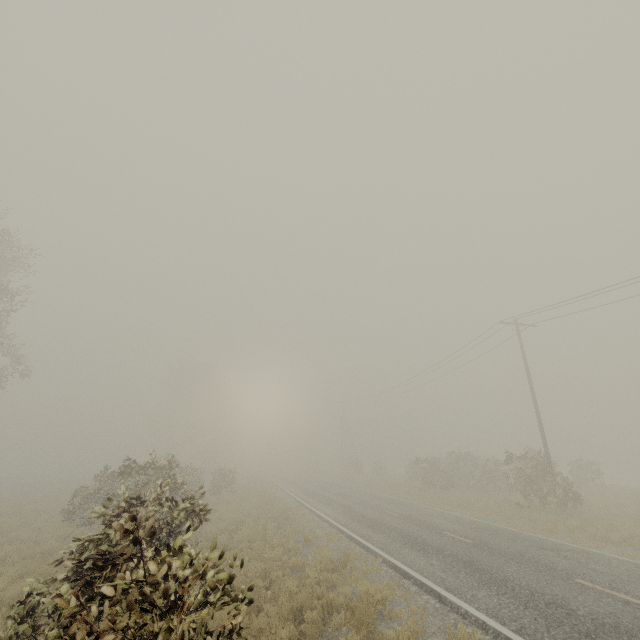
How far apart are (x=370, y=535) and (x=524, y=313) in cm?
1671

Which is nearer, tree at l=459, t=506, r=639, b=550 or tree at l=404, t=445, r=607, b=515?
tree at l=459, t=506, r=639, b=550

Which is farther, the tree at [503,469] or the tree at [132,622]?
the tree at [503,469]

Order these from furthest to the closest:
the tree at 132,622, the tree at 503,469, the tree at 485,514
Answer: the tree at 503,469 < the tree at 485,514 < the tree at 132,622

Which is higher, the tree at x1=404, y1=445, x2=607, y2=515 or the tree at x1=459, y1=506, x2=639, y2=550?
the tree at x1=404, y1=445, x2=607, y2=515

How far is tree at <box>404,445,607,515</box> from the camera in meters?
18.7

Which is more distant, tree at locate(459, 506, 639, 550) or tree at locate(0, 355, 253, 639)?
tree at locate(459, 506, 639, 550)

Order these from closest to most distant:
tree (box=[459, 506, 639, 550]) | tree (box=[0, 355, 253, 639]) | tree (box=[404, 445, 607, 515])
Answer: tree (box=[0, 355, 253, 639]) → tree (box=[459, 506, 639, 550]) → tree (box=[404, 445, 607, 515])
